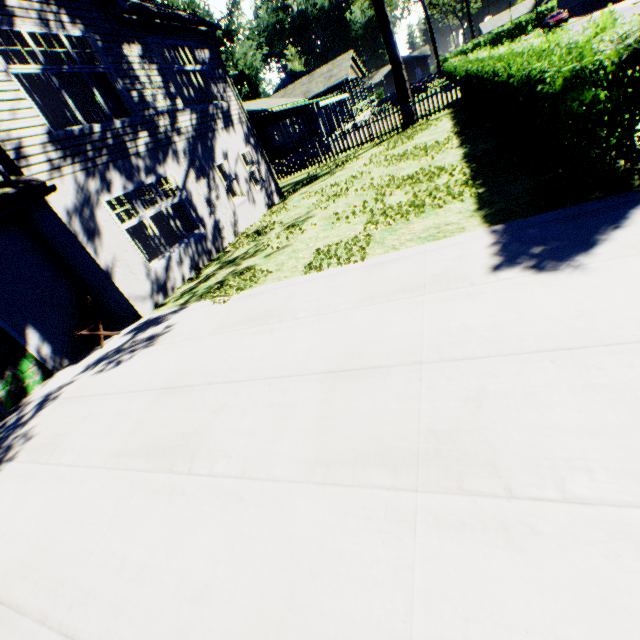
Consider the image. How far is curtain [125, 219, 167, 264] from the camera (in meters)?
8.81

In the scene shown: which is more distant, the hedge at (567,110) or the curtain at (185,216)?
the curtain at (185,216)

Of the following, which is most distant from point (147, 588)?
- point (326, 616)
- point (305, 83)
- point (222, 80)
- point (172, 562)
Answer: point (305, 83)

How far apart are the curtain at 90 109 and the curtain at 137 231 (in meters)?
2.20

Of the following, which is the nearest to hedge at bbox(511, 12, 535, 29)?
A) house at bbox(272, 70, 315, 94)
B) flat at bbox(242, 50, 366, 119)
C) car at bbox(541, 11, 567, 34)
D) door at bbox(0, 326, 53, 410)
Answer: house at bbox(272, 70, 315, 94)

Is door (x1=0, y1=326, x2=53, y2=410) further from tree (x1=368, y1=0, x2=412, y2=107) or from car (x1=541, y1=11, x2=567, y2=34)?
car (x1=541, y1=11, x2=567, y2=34)

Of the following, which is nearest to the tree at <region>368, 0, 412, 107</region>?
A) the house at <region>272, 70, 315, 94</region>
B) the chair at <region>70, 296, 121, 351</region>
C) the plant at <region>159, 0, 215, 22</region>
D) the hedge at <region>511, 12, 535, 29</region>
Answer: the plant at <region>159, 0, 215, 22</region>

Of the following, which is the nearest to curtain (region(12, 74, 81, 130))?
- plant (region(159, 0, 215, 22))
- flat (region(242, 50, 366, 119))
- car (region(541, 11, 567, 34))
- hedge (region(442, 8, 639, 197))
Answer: hedge (region(442, 8, 639, 197))
